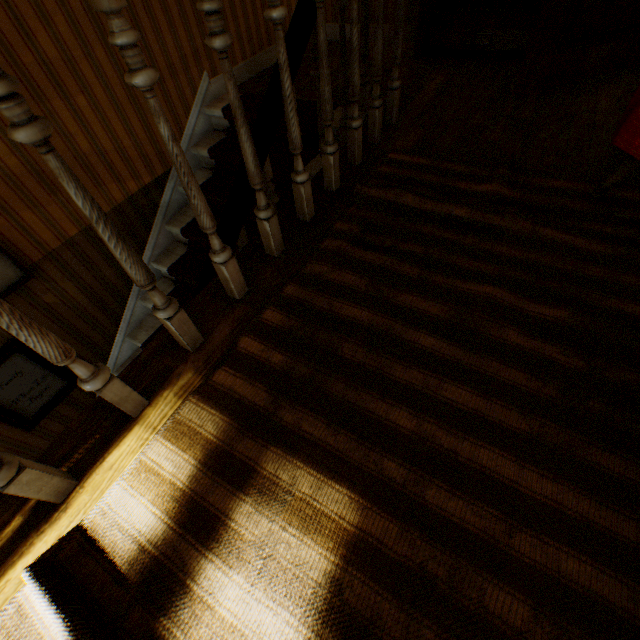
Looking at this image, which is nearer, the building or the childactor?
the building

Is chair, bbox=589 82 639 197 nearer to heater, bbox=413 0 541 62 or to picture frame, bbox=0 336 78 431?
heater, bbox=413 0 541 62

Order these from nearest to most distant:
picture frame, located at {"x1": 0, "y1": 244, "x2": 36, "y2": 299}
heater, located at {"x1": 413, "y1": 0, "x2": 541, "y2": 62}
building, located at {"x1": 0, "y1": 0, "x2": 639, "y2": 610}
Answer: building, located at {"x1": 0, "y1": 0, "x2": 639, "y2": 610} < picture frame, located at {"x1": 0, "y1": 244, "x2": 36, "y2": 299} < heater, located at {"x1": 413, "y1": 0, "x2": 541, "y2": 62}

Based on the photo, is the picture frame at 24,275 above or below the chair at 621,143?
below

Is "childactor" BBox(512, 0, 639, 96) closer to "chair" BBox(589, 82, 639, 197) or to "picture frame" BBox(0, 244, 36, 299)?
"chair" BBox(589, 82, 639, 197)

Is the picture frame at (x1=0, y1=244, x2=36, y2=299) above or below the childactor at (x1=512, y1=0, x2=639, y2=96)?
below

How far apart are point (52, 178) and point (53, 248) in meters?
0.5

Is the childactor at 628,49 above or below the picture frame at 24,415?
above
